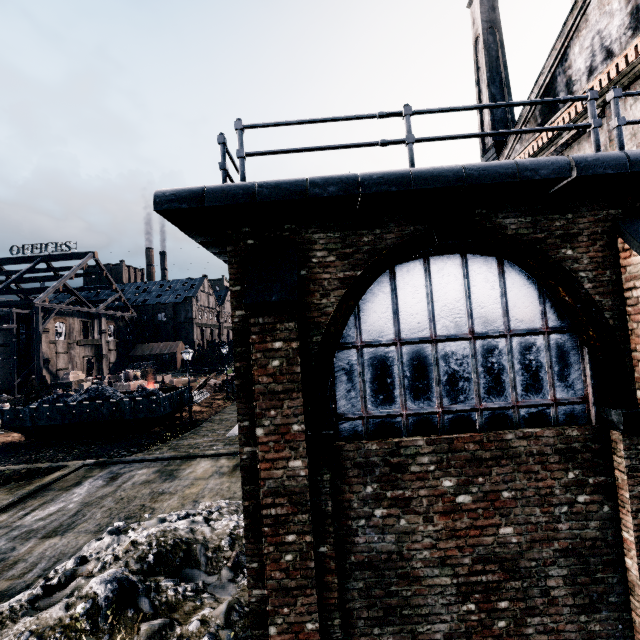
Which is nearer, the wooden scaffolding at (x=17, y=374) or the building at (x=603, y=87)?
the building at (x=603, y=87)

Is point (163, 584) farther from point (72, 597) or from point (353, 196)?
point (353, 196)

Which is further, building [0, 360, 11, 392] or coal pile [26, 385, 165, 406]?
building [0, 360, 11, 392]

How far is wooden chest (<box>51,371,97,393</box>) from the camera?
39.8m

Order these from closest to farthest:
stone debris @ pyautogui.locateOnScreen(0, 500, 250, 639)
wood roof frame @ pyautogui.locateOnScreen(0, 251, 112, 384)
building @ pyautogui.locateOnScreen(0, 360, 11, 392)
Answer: stone debris @ pyautogui.locateOnScreen(0, 500, 250, 639), wood roof frame @ pyautogui.locateOnScreen(0, 251, 112, 384), building @ pyautogui.locateOnScreen(0, 360, 11, 392)

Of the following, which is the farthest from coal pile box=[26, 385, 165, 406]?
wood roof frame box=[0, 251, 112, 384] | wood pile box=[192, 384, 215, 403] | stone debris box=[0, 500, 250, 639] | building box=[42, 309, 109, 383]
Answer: building box=[42, 309, 109, 383]

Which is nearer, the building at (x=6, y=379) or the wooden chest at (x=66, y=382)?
the wooden chest at (x=66, y=382)

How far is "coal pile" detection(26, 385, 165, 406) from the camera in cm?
2250
